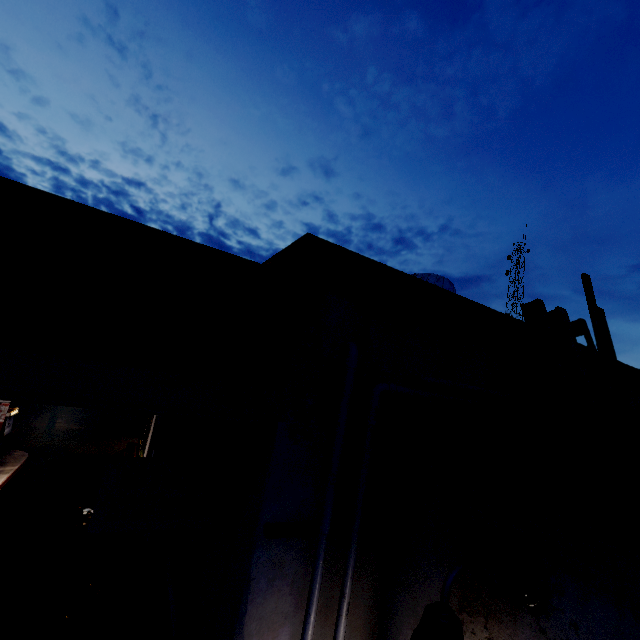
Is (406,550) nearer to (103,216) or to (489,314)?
(489,314)

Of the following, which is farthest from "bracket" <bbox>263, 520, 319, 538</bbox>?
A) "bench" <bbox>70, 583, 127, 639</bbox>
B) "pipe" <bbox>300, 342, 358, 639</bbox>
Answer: "bench" <bbox>70, 583, 127, 639</bbox>

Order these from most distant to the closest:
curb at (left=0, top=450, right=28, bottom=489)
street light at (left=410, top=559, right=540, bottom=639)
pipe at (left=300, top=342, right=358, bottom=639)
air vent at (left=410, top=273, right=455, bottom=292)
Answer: curb at (left=0, top=450, right=28, bottom=489) → air vent at (left=410, top=273, right=455, bottom=292) → pipe at (left=300, top=342, right=358, bottom=639) → street light at (left=410, top=559, right=540, bottom=639)

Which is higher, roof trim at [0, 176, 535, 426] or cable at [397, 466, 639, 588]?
roof trim at [0, 176, 535, 426]

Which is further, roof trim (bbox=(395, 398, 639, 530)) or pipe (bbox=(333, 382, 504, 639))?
pipe (bbox=(333, 382, 504, 639))

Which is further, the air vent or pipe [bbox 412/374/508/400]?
the air vent

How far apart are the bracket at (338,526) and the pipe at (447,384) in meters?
0.1 m

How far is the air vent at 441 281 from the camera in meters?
3.3 m
